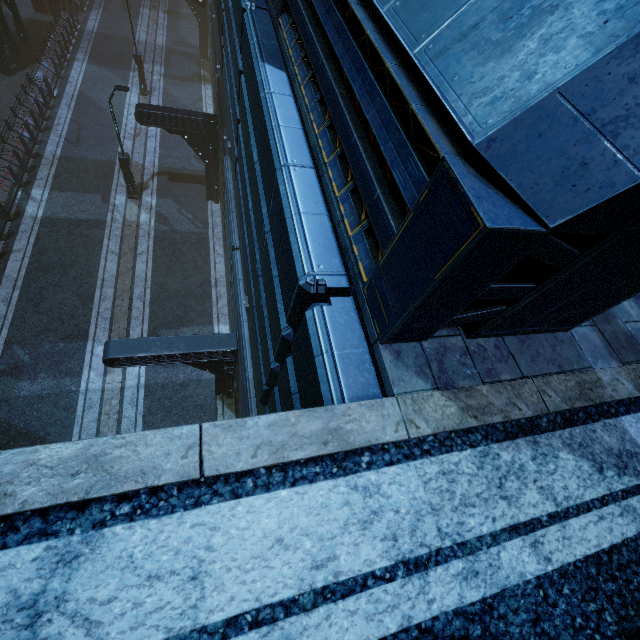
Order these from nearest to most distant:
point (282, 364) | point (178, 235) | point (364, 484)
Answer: point (364, 484) < point (282, 364) < point (178, 235)

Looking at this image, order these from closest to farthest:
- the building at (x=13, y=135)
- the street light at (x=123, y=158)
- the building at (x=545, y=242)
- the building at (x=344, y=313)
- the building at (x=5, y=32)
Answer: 1. the building at (x=545, y=242)
2. the building at (x=344, y=313)
3. the street light at (x=123, y=158)
4. the building at (x=13, y=135)
5. the building at (x=5, y=32)

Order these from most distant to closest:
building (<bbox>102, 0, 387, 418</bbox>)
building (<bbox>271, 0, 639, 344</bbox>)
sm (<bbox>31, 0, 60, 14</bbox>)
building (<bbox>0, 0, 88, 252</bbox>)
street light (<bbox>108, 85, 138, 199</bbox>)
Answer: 1. sm (<bbox>31, 0, 60, 14</bbox>)
2. building (<bbox>0, 0, 88, 252</bbox>)
3. street light (<bbox>108, 85, 138, 199</bbox>)
4. building (<bbox>102, 0, 387, 418</bbox>)
5. building (<bbox>271, 0, 639, 344</bbox>)

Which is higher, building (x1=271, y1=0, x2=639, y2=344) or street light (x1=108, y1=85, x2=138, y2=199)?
building (x1=271, y1=0, x2=639, y2=344)

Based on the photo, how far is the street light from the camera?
13.7 meters

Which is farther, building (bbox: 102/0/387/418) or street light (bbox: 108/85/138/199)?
street light (bbox: 108/85/138/199)

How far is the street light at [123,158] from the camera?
13.7 meters
